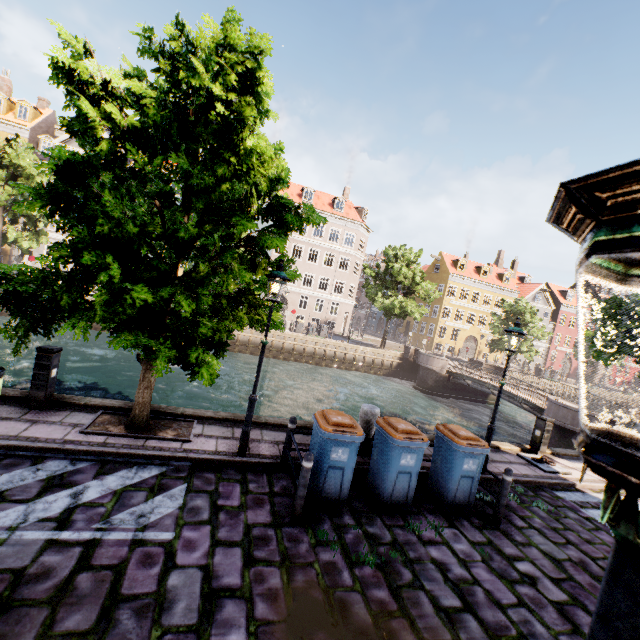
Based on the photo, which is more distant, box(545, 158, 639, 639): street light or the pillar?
the pillar

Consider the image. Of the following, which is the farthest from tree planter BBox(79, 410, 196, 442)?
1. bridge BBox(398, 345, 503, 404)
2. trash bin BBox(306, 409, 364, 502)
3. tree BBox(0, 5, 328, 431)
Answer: bridge BBox(398, 345, 503, 404)

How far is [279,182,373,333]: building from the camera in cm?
3806

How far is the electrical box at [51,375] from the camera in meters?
6.4 m

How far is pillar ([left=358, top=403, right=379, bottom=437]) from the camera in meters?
7.7

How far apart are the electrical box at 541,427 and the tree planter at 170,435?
10.24m

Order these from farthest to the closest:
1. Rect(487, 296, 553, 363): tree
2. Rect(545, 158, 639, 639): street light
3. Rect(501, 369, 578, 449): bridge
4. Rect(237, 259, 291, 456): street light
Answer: Rect(487, 296, 553, 363): tree < Rect(501, 369, 578, 449): bridge < Rect(237, 259, 291, 456): street light < Rect(545, 158, 639, 639): street light

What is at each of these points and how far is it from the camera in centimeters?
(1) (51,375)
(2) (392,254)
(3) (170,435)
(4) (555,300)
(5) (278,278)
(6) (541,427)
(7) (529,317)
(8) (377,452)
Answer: (1) electrical box, 657cm
(2) tree, 3102cm
(3) tree planter, 661cm
(4) building, 4950cm
(5) street light, 609cm
(6) electrical box, 1016cm
(7) tree, 3428cm
(8) trash bin, 619cm
